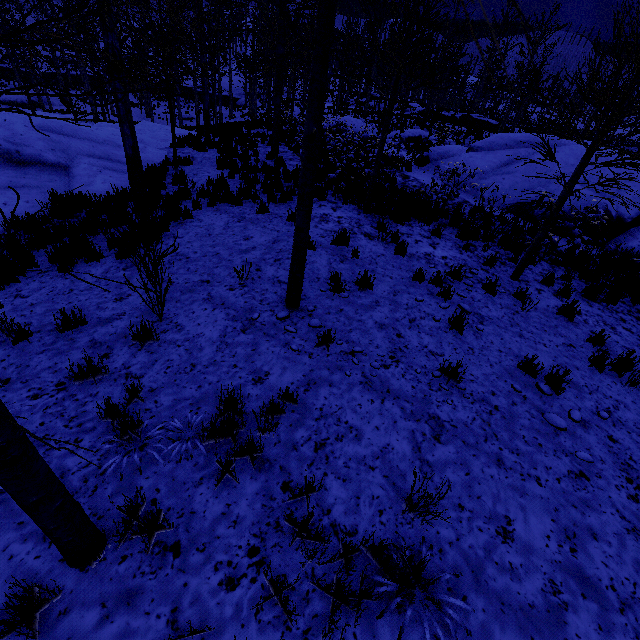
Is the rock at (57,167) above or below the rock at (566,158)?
below

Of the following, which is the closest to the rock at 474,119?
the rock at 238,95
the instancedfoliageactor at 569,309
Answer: the rock at 238,95

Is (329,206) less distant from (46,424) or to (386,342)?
(386,342)

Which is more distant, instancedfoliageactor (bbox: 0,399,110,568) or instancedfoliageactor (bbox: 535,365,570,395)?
instancedfoliageactor (bbox: 535,365,570,395)

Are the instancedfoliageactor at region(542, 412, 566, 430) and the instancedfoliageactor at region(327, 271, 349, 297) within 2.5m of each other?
no

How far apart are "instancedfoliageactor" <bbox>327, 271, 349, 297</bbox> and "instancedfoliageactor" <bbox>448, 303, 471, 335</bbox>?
1.5m

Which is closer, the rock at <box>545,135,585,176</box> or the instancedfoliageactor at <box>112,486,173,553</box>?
the instancedfoliageactor at <box>112,486,173,553</box>

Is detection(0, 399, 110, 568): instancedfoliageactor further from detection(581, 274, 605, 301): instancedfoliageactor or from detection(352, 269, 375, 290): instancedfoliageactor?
detection(581, 274, 605, 301): instancedfoliageactor
